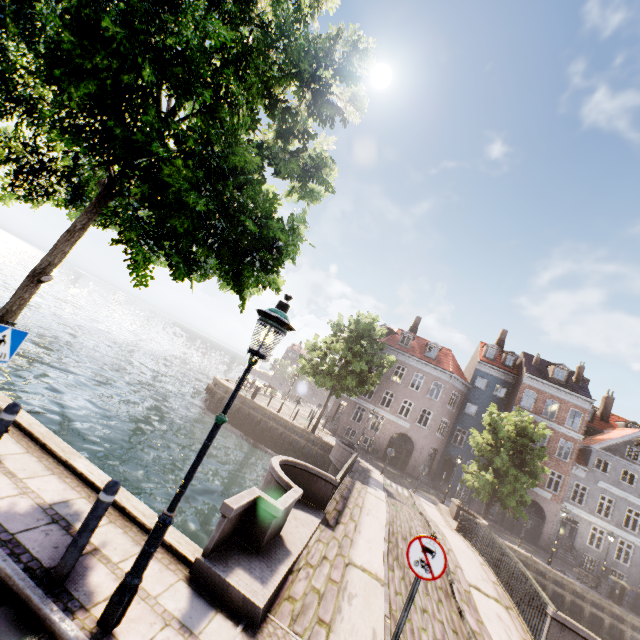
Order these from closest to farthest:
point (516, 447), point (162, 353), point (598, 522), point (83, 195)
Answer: point (83, 195) < point (516, 447) < point (598, 522) < point (162, 353)

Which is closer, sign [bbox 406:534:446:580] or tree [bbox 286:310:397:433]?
sign [bbox 406:534:446:580]

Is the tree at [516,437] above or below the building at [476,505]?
above

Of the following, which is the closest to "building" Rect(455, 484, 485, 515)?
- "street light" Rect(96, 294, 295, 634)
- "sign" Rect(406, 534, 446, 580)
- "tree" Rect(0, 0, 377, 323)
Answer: "tree" Rect(0, 0, 377, 323)

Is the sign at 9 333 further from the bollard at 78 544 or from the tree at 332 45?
the bollard at 78 544

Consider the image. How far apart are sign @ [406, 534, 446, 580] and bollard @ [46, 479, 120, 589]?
3.9m

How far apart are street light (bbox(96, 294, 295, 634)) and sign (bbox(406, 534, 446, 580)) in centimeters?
318cm

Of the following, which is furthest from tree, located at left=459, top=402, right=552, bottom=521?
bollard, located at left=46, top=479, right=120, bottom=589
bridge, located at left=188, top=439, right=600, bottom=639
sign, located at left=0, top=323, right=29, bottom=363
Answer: bollard, located at left=46, top=479, right=120, bottom=589
